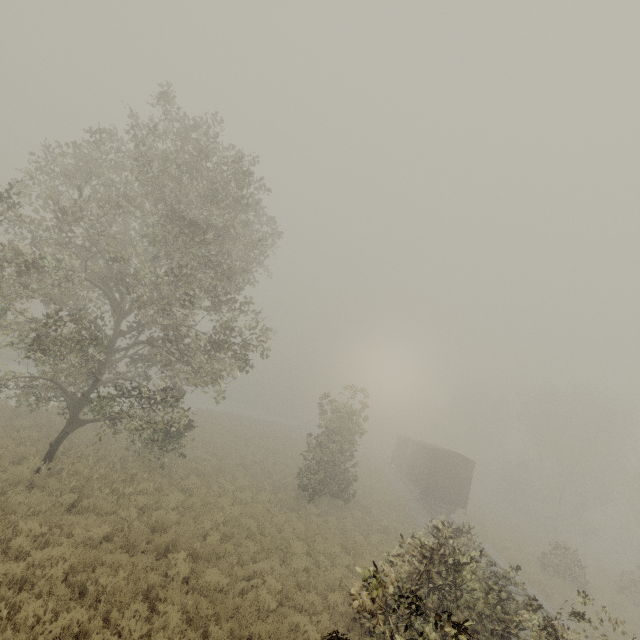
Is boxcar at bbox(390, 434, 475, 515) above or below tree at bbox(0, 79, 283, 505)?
below

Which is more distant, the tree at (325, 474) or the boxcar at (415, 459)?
the boxcar at (415, 459)

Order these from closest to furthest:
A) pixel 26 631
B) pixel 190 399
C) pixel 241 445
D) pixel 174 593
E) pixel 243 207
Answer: pixel 26 631
pixel 174 593
pixel 243 207
pixel 241 445
pixel 190 399

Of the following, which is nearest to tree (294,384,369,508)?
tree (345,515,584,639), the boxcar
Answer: tree (345,515,584,639)

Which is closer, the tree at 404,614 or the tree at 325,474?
the tree at 404,614

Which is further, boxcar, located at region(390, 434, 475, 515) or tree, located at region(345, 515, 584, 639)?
boxcar, located at region(390, 434, 475, 515)

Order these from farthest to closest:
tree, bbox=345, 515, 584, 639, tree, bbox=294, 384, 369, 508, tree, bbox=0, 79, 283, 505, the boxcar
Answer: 1. the boxcar
2. tree, bbox=294, 384, 369, 508
3. tree, bbox=0, 79, 283, 505
4. tree, bbox=345, 515, 584, 639

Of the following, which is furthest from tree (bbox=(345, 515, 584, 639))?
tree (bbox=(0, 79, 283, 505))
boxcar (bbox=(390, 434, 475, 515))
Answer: boxcar (bbox=(390, 434, 475, 515))
